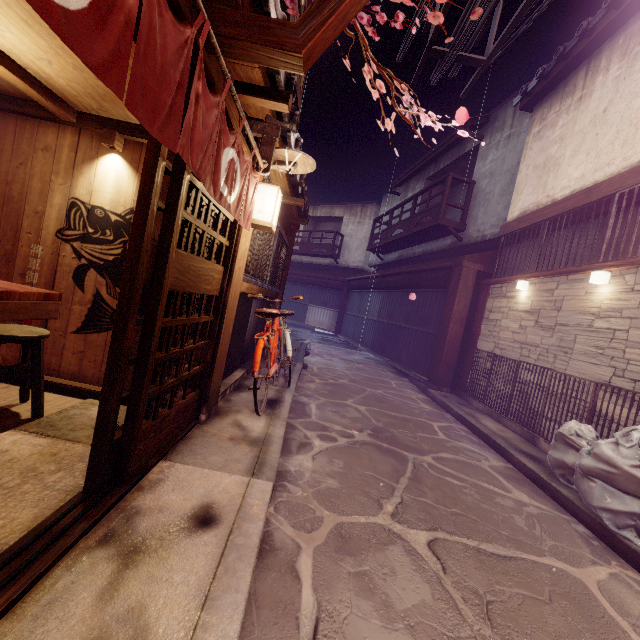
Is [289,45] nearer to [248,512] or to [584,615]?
[248,512]

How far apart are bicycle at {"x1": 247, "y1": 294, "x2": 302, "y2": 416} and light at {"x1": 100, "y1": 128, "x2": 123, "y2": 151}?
4.6m

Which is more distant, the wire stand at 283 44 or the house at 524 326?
the house at 524 326

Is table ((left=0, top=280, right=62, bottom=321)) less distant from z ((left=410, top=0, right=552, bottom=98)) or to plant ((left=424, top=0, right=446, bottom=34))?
plant ((left=424, top=0, right=446, bottom=34))

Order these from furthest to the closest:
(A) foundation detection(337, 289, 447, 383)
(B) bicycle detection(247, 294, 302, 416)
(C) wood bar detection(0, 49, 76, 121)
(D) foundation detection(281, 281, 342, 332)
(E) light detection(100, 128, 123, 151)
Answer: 1. (D) foundation detection(281, 281, 342, 332)
2. (A) foundation detection(337, 289, 447, 383)
3. (B) bicycle detection(247, 294, 302, 416)
4. (E) light detection(100, 128, 123, 151)
5. (C) wood bar detection(0, 49, 76, 121)

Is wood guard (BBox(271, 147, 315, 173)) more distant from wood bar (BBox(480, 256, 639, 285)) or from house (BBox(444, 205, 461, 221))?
house (BBox(444, 205, 461, 221))

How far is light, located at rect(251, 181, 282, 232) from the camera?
6.19m

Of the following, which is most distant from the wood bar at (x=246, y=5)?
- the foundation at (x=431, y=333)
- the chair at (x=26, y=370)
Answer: the foundation at (x=431, y=333)
